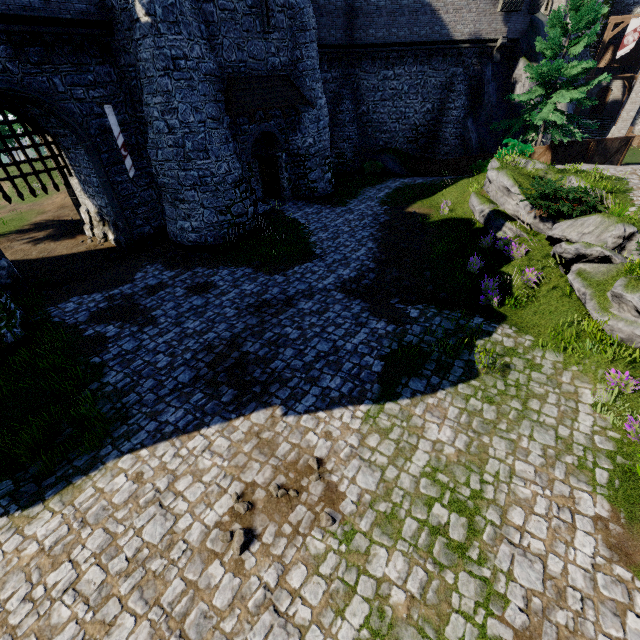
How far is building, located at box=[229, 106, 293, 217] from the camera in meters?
16.2

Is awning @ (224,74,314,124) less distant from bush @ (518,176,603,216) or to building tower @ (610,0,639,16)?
bush @ (518,176,603,216)

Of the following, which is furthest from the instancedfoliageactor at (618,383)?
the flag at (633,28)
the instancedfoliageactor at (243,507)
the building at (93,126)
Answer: the flag at (633,28)

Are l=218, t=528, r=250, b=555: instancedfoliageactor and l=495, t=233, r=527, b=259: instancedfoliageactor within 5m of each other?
no

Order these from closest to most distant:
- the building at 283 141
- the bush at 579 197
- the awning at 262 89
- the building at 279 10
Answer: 1. the bush at 579 197
2. the building at 279 10
3. the awning at 262 89
4. the building at 283 141

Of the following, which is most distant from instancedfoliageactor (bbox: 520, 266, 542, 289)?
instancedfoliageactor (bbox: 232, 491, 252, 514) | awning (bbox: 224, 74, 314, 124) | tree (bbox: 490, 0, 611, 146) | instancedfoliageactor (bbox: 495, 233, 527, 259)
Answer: awning (bbox: 224, 74, 314, 124)

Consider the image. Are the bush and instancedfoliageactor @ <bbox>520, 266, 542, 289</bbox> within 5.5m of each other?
yes

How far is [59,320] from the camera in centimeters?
1130cm
